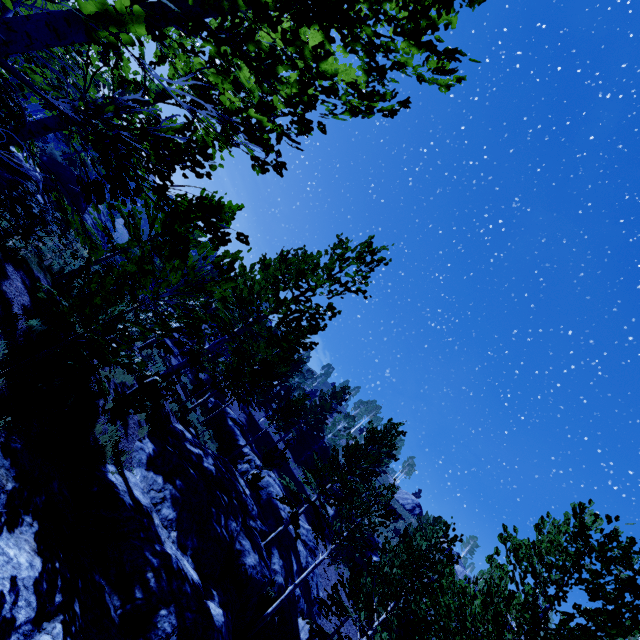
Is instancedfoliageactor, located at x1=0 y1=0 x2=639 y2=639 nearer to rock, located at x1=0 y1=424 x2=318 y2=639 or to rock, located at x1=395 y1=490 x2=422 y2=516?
rock, located at x1=0 y1=424 x2=318 y2=639

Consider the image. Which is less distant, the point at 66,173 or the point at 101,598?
the point at 101,598

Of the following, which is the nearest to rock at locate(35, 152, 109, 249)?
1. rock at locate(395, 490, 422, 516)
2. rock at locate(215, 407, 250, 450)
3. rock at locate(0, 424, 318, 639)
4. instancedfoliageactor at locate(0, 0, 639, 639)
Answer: instancedfoliageactor at locate(0, 0, 639, 639)

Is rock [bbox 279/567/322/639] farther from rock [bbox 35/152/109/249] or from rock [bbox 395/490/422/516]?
rock [bbox 395/490/422/516]

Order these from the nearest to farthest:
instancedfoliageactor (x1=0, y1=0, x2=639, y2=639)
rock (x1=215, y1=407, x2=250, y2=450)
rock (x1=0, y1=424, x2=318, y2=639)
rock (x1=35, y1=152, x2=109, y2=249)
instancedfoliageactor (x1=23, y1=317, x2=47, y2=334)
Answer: instancedfoliageactor (x1=0, y1=0, x2=639, y2=639), rock (x1=0, y1=424, x2=318, y2=639), instancedfoliageactor (x1=23, y1=317, x2=47, y2=334), rock (x1=35, y1=152, x2=109, y2=249), rock (x1=215, y1=407, x2=250, y2=450)

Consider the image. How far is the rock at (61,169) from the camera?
17.1m

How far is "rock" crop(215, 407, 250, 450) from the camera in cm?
2950

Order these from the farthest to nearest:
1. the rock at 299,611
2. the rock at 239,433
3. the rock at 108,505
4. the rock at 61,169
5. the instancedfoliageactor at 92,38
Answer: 1. the rock at 239,433
2. the rock at 299,611
3. the rock at 61,169
4. the rock at 108,505
5. the instancedfoliageactor at 92,38
